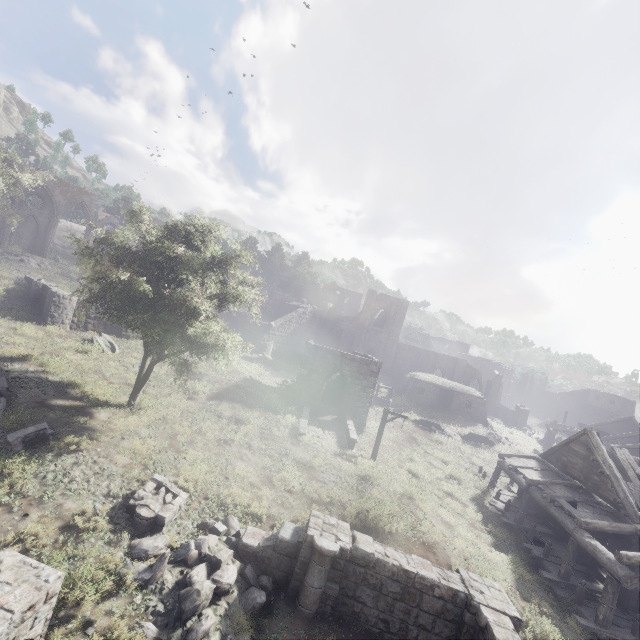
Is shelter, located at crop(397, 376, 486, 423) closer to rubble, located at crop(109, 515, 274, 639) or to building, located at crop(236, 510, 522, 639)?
building, located at crop(236, 510, 522, 639)

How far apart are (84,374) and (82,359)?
2.12m

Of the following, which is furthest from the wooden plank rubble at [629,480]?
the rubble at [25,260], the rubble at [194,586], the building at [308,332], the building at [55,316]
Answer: the rubble at [25,260]

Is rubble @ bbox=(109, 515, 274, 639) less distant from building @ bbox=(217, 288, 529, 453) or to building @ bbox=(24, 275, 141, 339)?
building @ bbox=(217, 288, 529, 453)

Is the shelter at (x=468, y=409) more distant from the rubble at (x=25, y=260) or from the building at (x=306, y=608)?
the rubble at (x=25, y=260)

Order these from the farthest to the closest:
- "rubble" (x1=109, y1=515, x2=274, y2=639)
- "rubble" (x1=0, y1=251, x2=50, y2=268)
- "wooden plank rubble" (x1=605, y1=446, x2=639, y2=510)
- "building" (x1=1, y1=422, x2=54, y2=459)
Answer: "rubble" (x1=0, y1=251, x2=50, y2=268)
"wooden plank rubble" (x1=605, y1=446, x2=639, y2=510)
"building" (x1=1, y1=422, x2=54, y2=459)
"rubble" (x1=109, y1=515, x2=274, y2=639)

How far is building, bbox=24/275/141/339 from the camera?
21.3 meters

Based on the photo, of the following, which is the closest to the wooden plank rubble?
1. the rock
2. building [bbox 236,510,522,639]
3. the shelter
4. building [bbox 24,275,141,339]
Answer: building [bbox 236,510,522,639]
